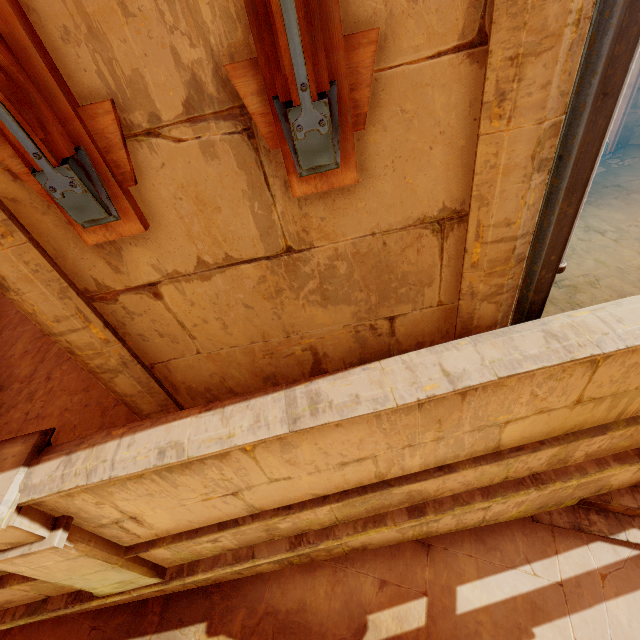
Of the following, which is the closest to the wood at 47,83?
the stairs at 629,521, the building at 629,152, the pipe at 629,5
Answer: the pipe at 629,5

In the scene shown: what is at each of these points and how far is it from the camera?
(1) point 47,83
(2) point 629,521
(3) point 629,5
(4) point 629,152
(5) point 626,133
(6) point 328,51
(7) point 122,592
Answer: (1) wood, 1.1m
(2) stairs, 3.7m
(3) pipe, 1.2m
(4) building, 5.9m
(5) column, 6.0m
(6) wood, 1.1m
(7) building, 2.9m

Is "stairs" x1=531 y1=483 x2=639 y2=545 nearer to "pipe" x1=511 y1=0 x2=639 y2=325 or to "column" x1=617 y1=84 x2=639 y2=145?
"pipe" x1=511 y1=0 x2=639 y2=325

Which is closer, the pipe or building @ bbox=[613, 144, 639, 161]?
the pipe

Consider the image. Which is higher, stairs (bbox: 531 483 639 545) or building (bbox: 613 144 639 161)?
building (bbox: 613 144 639 161)

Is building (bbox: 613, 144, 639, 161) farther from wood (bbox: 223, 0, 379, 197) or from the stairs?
wood (bbox: 223, 0, 379, 197)

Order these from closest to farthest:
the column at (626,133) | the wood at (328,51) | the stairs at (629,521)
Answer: the wood at (328,51) < the stairs at (629,521) < the column at (626,133)

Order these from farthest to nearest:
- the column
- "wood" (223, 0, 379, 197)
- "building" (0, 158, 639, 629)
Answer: the column < "building" (0, 158, 639, 629) < "wood" (223, 0, 379, 197)
